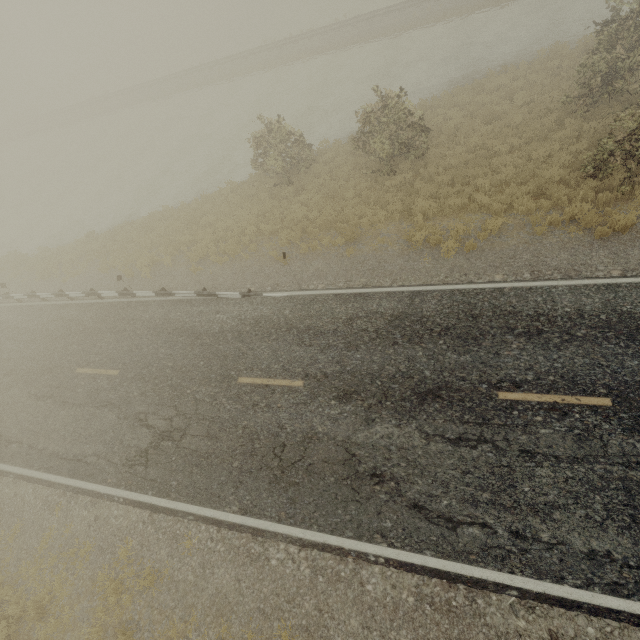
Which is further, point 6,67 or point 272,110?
point 6,67
